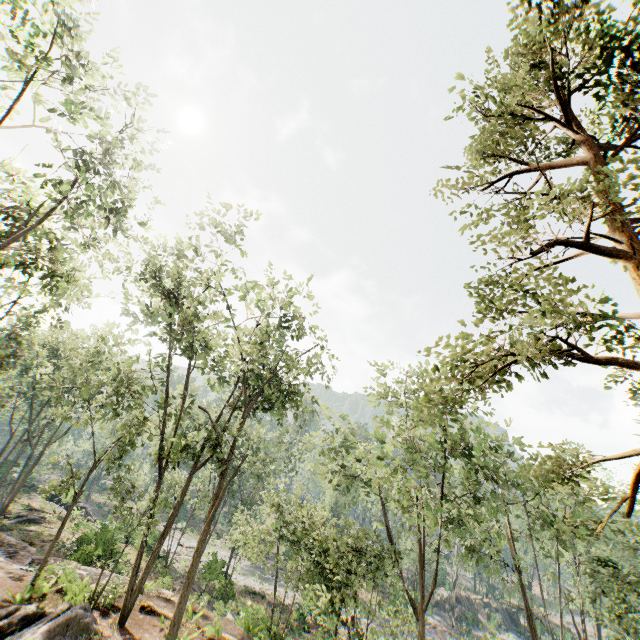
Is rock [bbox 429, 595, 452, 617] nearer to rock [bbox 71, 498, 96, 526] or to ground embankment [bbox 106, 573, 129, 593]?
ground embankment [bbox 106, 573, 129, 593]

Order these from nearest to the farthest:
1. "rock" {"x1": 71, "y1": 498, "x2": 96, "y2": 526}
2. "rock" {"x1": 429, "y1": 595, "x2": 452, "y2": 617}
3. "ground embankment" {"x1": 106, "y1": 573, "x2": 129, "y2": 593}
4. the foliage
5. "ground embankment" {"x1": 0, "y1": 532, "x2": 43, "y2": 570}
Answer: the foliage → "ground embankment" {"x1": 106, "y1": 573, "x2": 129, "y2": 593} → "ground embankment" {"x1": 0, "y1": 532, "x2": 43, "y2": 570} → "rock" {"x1": 71, "y1": 498, "x2": 96, "y2": 526} → "rock" {"x1": 429, "y1": 595, "x2": 452, "y2": 617}

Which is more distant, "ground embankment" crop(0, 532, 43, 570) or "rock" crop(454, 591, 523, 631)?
"rock" crop(454, 591, 523, 631)

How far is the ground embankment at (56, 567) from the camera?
16.24m

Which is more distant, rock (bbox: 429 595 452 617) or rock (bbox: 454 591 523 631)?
rock (bbox: 429 595 452 617)

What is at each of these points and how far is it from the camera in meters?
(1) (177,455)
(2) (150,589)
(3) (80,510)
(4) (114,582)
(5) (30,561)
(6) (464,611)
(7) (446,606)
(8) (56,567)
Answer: (1) foliage, 41.3
(2) ground embankment, 18.6
(3) rock, 41.2
(4) ground embankment, 16.3
(5) ground embankment, 18.5
(6) rock, 48.9
(7) rock, 49.4
(8) ground embankment, 16.9

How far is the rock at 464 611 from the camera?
47.38m

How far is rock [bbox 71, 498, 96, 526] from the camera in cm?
3733
